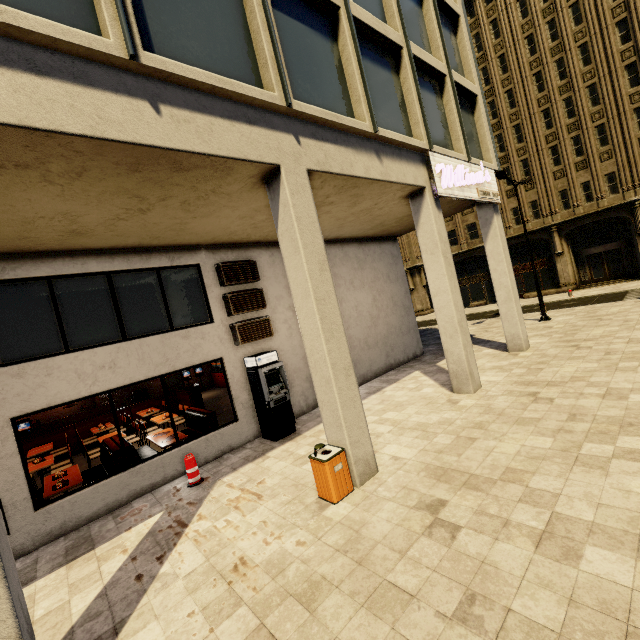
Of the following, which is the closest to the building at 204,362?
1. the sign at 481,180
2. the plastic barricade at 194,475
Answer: the sign at 481,180

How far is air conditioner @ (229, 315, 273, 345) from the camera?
9.46m

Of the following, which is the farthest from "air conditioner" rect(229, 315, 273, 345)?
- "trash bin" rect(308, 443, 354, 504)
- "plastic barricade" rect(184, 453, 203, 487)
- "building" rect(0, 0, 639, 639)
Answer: "trash bin" rect(308, 443, 354, 504)

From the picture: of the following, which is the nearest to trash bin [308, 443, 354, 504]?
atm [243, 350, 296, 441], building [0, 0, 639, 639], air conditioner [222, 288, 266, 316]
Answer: building [0, 0, 639, 639]

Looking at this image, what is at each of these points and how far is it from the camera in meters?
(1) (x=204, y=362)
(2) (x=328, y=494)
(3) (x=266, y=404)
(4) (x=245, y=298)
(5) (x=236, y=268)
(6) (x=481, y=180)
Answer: (1) building, 9.1
(2) trash bin, 5.6
(3) atm, 9.1
(4) air conditioner, 9.7
(5) air conditioner, 9.6
(6) sign, 10.9

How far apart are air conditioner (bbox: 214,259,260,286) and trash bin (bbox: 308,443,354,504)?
5.5m

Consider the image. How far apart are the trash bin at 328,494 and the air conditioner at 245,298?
4.89m

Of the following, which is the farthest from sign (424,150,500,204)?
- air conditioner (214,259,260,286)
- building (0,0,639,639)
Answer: air conditioner (214,259,260,286)
